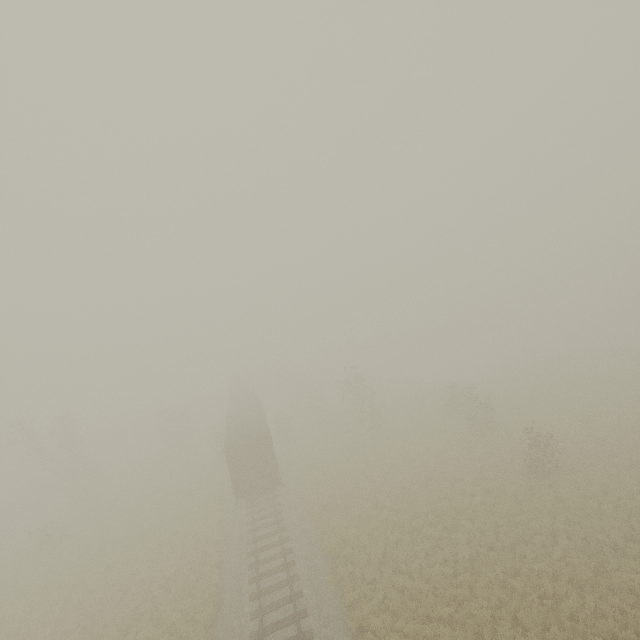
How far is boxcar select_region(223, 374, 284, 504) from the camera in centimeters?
2269cm

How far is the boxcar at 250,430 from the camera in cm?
2269

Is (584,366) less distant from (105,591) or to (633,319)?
(633,319)
